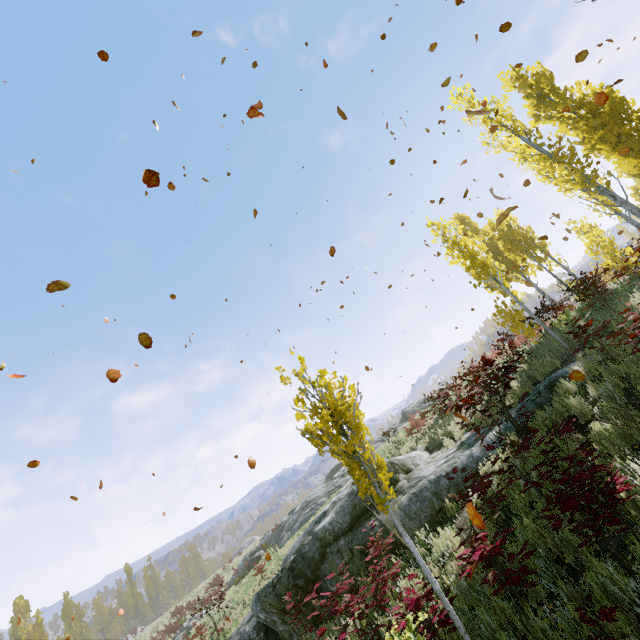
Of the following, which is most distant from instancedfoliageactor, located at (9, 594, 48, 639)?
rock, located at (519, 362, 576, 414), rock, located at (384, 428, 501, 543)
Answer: rock, located at (384, 428, 501, 543)

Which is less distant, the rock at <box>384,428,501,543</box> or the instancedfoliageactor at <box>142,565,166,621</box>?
the rock at <box>384,428,501,543</box>

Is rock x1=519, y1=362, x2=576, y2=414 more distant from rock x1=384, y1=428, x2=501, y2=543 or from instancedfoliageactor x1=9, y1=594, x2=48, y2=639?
instancedfoliageactor x1=9, y1=594, x2=48, y2=639

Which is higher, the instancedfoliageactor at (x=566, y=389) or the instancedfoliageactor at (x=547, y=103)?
the instancedfoliageactor at (x=547, y=103)

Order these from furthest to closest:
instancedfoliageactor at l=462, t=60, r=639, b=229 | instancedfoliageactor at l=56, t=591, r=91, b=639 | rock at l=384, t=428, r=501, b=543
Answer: instancedfoliageactor at l=56, t=591, r=91, b=639
instancedfoliageactor at l=462, t=60, r=639, b=229
rock at l=384, t=428, r=501, b=543

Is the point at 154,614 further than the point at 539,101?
Yes

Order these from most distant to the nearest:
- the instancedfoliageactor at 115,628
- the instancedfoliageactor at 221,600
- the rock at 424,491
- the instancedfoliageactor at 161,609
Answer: the instancedfoliageactor at 161,609 → the instancedfoliageactor at 115,628 → the instancedfoliageactor at 221,600 → the rock at 424,491

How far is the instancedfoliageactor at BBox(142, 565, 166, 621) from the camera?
55.98m
